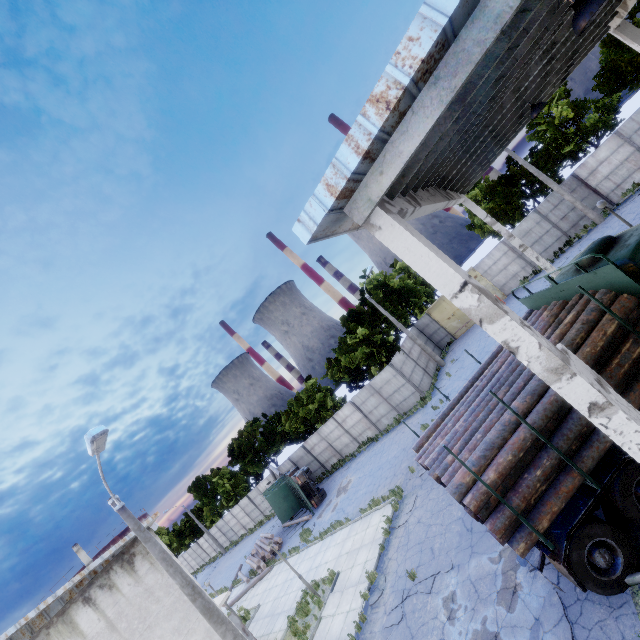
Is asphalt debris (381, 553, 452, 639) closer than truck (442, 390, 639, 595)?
No

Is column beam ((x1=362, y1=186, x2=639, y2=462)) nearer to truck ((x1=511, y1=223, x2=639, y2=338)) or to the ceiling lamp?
truck ((x1=511, y1=223, x2=639, y2=338))

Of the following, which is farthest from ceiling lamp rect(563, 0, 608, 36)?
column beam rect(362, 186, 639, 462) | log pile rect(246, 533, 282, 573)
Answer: log pile rect(246, 533, 282, 573)

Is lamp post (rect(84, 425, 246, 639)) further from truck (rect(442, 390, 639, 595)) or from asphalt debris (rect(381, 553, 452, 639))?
truck (rect(442, 390, 639, 595))

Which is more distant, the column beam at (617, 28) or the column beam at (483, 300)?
the column beam at (617, 28)

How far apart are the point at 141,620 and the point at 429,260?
16.53m

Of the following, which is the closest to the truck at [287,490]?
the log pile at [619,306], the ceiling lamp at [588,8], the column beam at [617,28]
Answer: the log pile at [619,306]

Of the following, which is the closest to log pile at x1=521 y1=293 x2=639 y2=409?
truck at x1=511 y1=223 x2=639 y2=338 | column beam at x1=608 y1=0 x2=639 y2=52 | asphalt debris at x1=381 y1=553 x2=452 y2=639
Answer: truck at x1=511 y1=223 x2=639 y2=338
